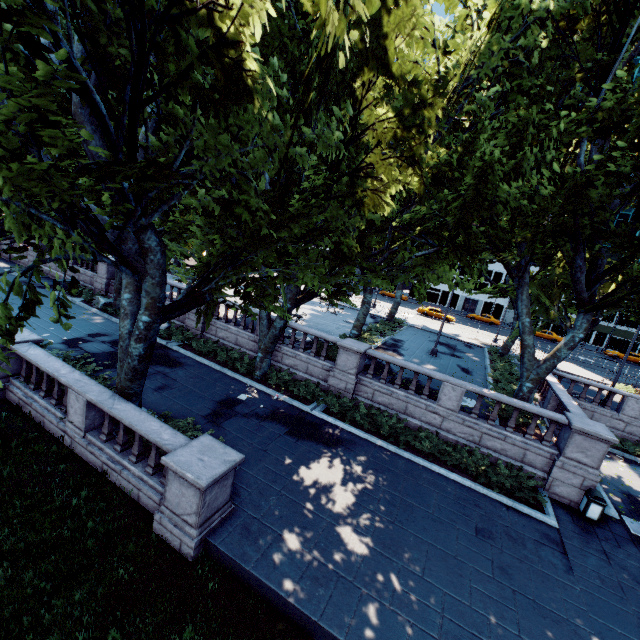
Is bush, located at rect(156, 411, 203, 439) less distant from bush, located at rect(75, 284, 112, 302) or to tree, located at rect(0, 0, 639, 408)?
tree, located at rect(0, 0, 639, 408)

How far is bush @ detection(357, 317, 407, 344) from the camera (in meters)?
23.44

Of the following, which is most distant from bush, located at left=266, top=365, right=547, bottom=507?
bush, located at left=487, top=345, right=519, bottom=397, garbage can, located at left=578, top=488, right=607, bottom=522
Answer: bush, located at left=487, top=345, right=519, bottom=397

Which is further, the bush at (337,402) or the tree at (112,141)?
the bush at (337,402)

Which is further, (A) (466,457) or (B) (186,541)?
(A) (466,457)

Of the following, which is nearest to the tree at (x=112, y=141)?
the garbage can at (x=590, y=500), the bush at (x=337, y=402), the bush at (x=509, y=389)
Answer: the bush at (x=509, y=389)

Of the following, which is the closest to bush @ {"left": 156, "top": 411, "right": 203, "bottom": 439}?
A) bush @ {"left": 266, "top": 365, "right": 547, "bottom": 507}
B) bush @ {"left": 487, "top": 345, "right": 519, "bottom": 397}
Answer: bush @ {"left": 266, "top": 365, "right": 547, "bottom": 507}

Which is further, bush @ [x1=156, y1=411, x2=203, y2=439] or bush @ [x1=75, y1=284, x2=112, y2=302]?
bush @ [x1=75, y1=284, x2=112, y2=302]
